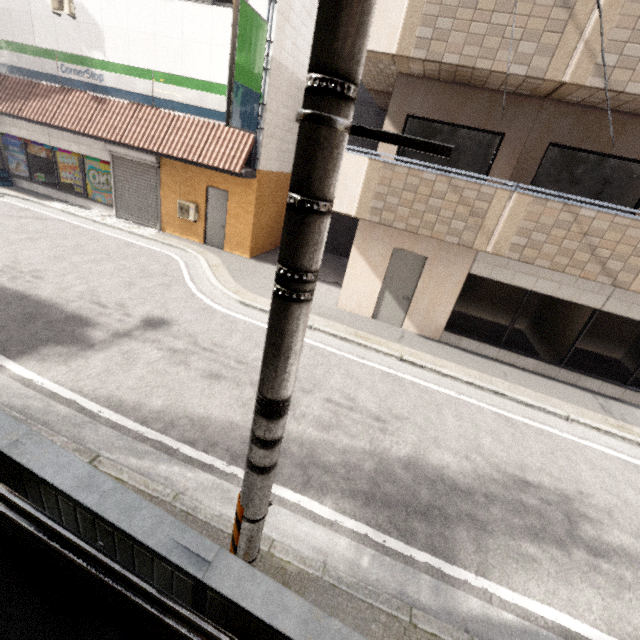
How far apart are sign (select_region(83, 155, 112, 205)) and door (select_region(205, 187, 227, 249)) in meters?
4.1

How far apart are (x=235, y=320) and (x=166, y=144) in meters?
7.0

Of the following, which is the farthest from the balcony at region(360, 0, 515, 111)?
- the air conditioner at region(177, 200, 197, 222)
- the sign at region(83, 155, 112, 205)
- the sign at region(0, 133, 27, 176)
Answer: the sign at region(0, 133, 27, 176)

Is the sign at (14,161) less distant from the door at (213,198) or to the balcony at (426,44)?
the door at (213,198)

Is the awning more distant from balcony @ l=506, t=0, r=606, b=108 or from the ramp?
the ramp

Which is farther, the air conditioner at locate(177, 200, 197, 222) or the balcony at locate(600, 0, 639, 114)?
the air conditioner at locate(177, 200, 197, 222)

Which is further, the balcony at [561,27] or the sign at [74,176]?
the sign at [74,176]

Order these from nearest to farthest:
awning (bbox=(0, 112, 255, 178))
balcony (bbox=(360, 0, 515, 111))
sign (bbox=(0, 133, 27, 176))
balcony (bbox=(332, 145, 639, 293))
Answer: balcony (bbox=(360, 0, 515, 111)), balcony (bbox=(332, 145, 639, 293)), awning (bbox=(0, 112, 255, 178)), sign (bbox=(0, 133, 27, 176))
